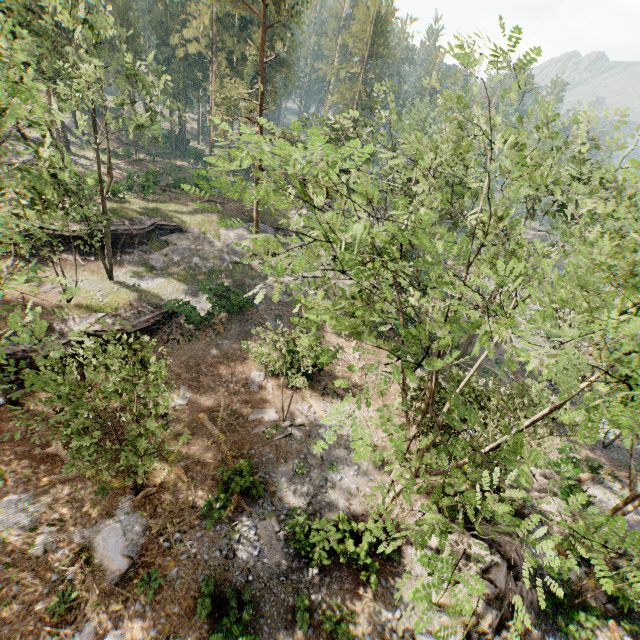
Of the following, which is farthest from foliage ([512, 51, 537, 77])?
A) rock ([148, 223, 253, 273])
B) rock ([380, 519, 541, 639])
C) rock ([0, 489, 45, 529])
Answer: rock ([0, 489, 45, 529])

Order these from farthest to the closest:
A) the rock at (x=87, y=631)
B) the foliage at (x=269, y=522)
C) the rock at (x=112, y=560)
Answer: the foliage at (x=269, y=522) < the rock at (x=112, y=560) < the rock at (x=87, y=631)

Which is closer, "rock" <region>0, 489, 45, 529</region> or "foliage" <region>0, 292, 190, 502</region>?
"foliage" <region>0, 292, 190, 502</region>

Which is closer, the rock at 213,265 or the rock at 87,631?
the rock at 87,631

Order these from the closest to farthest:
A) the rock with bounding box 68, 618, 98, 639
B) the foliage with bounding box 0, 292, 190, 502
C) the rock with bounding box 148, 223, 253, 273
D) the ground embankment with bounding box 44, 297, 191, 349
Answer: the foliage with bounding box 0, 292, 190, 502 < the rock with bounding box 68, 618, 98, 639 < the ground embankment with bounding box 44, 297, 191, 349 < the rock with bounding box 148, 223, 253, 273

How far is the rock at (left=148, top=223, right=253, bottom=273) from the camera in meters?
30.2

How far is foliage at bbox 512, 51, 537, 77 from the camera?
7.7m

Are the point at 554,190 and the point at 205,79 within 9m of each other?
no
